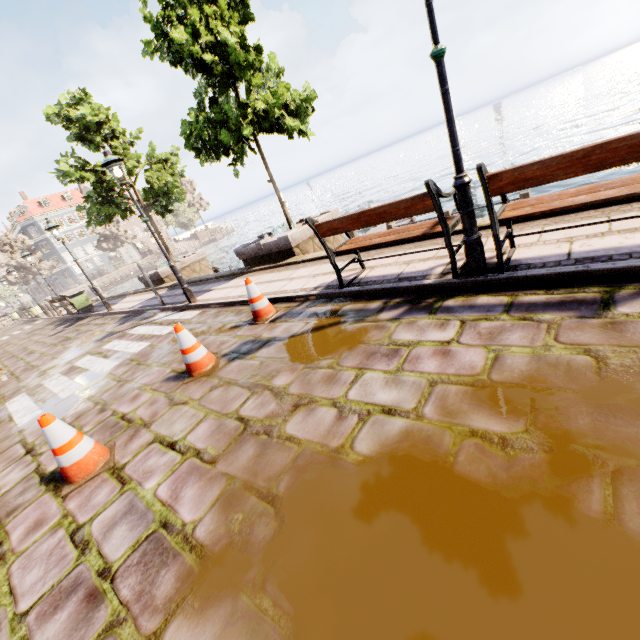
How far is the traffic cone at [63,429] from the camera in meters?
3.1 m

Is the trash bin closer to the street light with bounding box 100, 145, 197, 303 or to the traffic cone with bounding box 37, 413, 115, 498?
the street light with bounding box 100, 145, 197, 303

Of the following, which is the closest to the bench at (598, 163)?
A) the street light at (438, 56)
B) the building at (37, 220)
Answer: the street light at (438, 56)

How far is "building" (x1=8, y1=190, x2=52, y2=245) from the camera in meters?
58.2 m

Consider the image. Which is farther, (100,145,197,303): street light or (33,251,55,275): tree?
(33,251,55,275): tree

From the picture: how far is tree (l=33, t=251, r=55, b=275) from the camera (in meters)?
50.03

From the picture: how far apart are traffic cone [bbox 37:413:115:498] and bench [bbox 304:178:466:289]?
3.6m

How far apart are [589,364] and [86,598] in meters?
3.7 m
